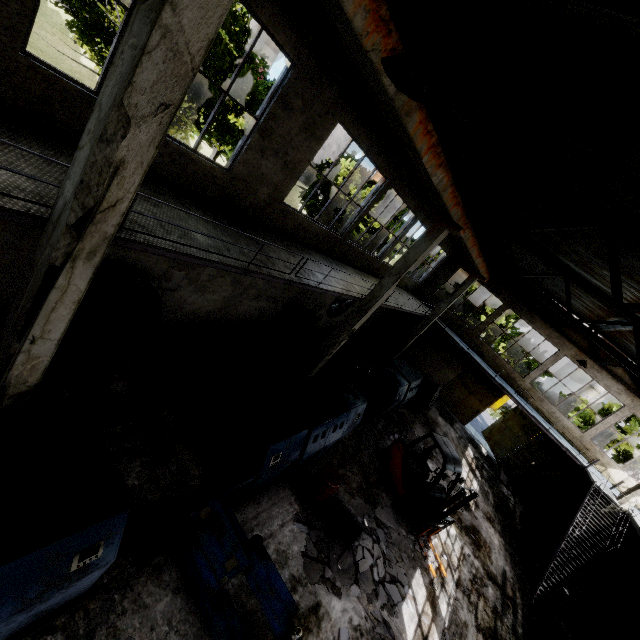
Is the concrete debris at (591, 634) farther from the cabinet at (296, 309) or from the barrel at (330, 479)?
the cabinet at (296, 309)

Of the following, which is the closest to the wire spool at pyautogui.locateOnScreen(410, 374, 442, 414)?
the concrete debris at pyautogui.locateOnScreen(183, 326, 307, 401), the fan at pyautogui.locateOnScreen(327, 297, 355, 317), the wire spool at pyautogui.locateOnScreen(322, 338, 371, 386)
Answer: the wire spool at pyautogui.locateOnScreen(322, 338, 371, 386)

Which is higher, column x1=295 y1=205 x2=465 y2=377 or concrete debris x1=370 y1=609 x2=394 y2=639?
column x1=295 y1=205 x2=465 y2=377

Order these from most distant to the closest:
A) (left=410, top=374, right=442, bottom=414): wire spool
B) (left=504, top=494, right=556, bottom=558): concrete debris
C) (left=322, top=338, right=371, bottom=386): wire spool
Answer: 1. (left=410, top=374, right=442, bottom=414): wire spool
2. (left=504, top=494, right=556, bottom=558): concrete debris
3. (left=322, top=338, right=371, bottom=386): wire spool

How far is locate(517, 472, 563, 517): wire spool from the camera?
17.3 meters

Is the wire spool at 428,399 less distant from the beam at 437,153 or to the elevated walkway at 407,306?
the elevated walkway at 407,306

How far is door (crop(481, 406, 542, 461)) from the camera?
20.4m

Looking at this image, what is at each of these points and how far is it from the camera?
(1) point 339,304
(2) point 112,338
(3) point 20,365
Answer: (1) fan, 16.8m
(2) wire spool, 7.3m
(3) column, 4.3m
